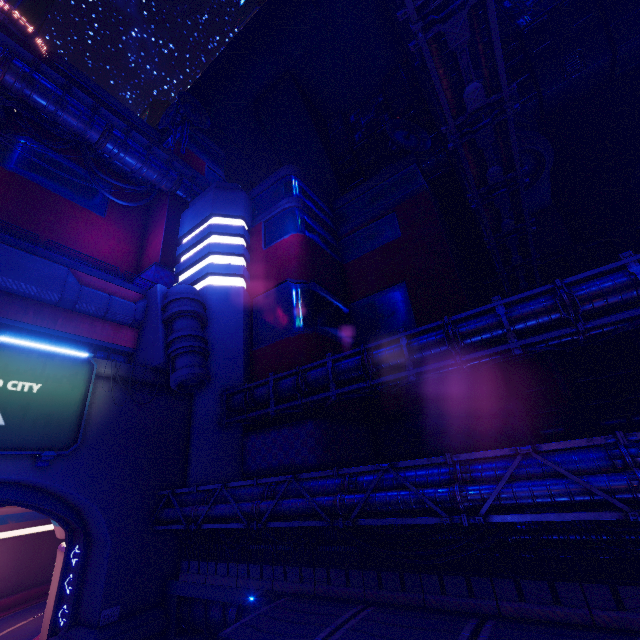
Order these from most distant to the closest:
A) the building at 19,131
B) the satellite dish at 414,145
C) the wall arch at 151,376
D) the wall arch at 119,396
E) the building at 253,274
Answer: the satellite dish at 414,145
the building at 19,131
the building at 253,274
the wall arch at 151,376
the wall arch at 119,396

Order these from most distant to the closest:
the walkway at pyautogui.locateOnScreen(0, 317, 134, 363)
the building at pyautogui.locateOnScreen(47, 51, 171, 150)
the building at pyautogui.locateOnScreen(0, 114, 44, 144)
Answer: the building at pyautogui.locateOnScreen(47, 51, 171, 150) → the building at pyautogui.locateOnScreen(0, 114, 44, 144) → the walkway at pyautogui.locateOnScreen(0, 317, 134, 363)

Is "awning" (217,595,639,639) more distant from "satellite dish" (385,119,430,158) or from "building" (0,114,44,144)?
"satellite dish" (385,119,430,158)

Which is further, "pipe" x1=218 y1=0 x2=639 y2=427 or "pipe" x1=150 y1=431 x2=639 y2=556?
"pipe" x1=218 y1=0 x2=639 y2=427

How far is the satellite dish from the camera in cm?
3589

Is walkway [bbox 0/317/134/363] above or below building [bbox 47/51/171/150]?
below

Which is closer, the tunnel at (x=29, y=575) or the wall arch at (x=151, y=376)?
the tunnel at (x=29, y=575)

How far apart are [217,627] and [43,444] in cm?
1347
